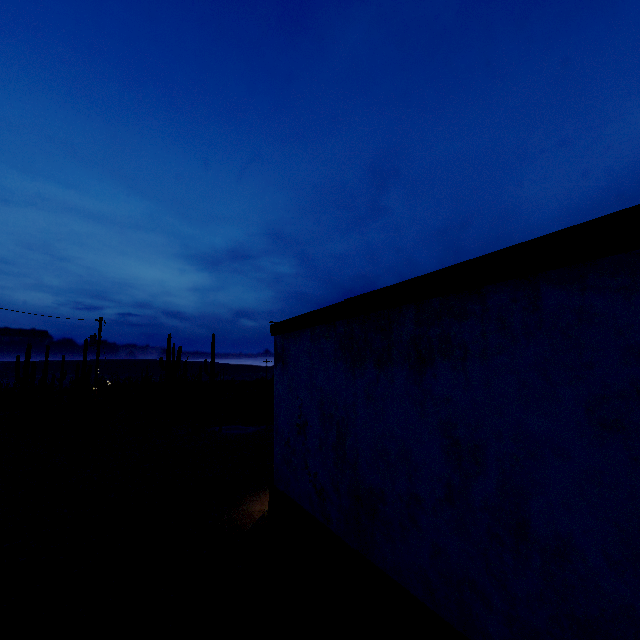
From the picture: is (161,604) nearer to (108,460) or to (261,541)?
(261,541)

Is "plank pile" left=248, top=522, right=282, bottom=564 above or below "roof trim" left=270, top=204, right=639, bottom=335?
below

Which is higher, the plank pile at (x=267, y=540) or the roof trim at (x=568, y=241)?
the roof trim at (x=568, y=241)

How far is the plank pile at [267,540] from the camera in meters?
5.6 m

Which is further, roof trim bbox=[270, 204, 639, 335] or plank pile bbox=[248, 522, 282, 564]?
plank pile bbox=[248, 522, 282, 564]

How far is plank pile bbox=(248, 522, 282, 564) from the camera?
5.62m
